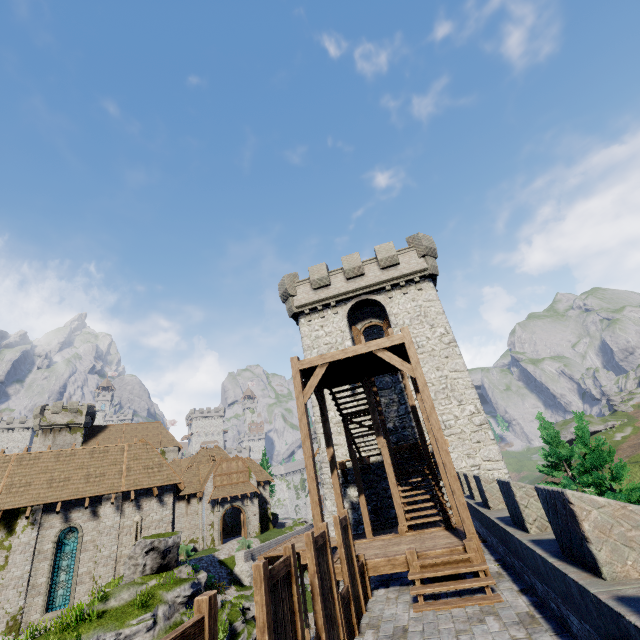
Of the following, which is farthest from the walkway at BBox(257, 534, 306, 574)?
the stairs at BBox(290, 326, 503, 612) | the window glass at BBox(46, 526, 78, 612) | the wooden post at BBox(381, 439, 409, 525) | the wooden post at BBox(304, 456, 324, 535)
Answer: the window glass at BBox(46, 526, 78, 612)

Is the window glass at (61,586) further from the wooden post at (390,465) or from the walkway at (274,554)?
the wooden post at (390,465)

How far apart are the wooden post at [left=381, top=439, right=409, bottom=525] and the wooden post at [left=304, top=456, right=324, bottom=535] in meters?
3.2 m

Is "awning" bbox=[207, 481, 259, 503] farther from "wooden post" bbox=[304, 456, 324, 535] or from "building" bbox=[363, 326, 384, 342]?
"wooden post" bbox=[304, 456, 324, 535]

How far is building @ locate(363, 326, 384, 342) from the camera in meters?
29.7

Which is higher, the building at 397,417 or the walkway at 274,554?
the building at 397,417

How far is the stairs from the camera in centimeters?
724cm

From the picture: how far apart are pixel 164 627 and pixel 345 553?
14.0m
